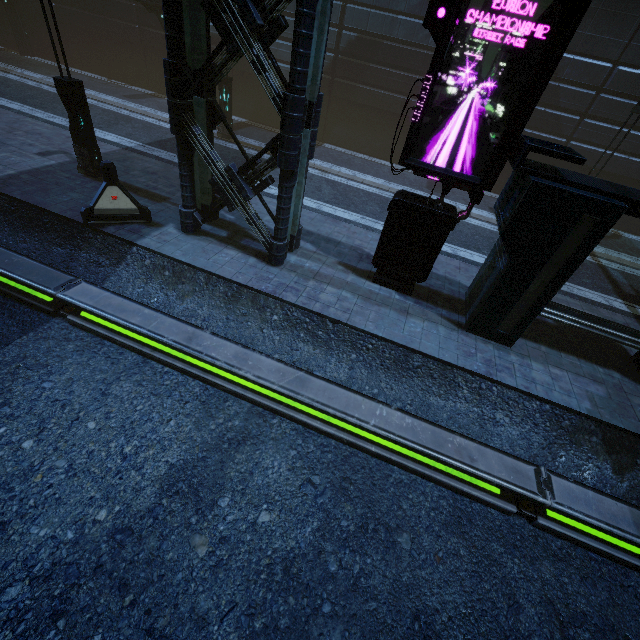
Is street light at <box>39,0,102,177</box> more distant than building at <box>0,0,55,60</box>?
No

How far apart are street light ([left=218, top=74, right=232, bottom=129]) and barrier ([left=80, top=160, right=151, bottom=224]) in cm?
880

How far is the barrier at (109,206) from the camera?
8.02m

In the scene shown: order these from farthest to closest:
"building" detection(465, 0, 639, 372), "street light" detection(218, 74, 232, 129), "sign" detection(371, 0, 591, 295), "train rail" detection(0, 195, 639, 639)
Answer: "street light" detection(218, 74, 232, 129)
"building" detection(465, 0, 639, 372)
"sign" detection(371, 0, 591, 295)
"train rail" detection(0, 195, 639, 639)

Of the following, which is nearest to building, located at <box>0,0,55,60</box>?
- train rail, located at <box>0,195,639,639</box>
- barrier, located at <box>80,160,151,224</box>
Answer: train rail, located at <box>0,195,639,639</box>

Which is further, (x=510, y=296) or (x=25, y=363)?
(x=510, y=296)

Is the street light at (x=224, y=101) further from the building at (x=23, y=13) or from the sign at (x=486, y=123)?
the sign at (x=486, y=123)

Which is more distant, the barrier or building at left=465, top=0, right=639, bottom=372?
the barrier
